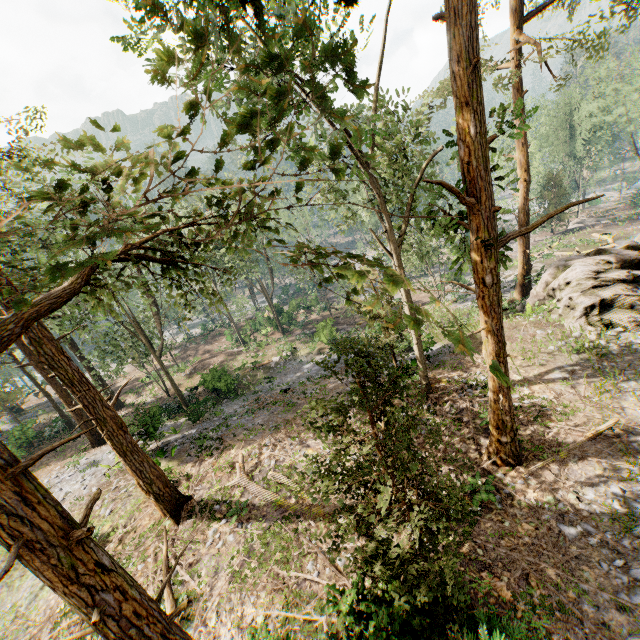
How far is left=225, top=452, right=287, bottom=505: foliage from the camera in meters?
12.5

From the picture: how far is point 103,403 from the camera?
11.0m

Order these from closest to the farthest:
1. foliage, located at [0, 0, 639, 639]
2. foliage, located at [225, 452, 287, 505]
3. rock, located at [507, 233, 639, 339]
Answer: foliage, located at [0, 0, 639, 639], foliage, located at [225, 452, 287, 505], rock, located at [507, 233, 639, 339]

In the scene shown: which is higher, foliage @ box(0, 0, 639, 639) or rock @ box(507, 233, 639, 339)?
foliage @ box(0, 0, 639, 639)

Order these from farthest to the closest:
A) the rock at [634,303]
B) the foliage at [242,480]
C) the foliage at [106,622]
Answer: the rock at [634,303]
the foliage at [242,480]
the foliage at [106,622]

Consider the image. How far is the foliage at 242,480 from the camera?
12.53m

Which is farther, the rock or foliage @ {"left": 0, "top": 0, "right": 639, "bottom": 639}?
the rock

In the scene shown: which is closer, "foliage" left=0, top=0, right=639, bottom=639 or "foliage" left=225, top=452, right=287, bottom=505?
"foliage" left=0, top=0, right=639, bottom=639
